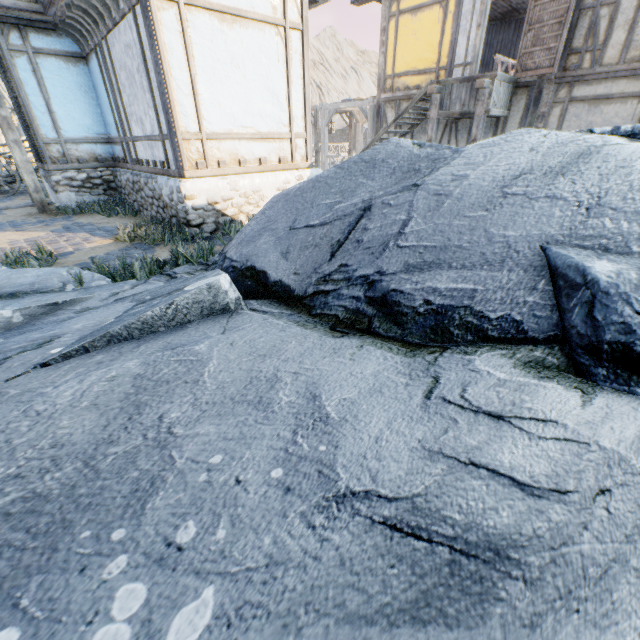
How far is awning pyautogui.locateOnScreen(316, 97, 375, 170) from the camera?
13.3 meters

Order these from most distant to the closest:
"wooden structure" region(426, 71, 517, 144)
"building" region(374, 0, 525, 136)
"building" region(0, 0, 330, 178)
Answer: "building" region(374, 0, 525, 136)
"wooden structure" region(426, 71, 517, 144)
"building" region(0, 0, 330, 178)

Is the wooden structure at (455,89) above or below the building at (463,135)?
above

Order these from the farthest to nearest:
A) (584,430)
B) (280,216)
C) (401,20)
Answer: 1. (401,20)
2. (280,216)
3. (584,430)

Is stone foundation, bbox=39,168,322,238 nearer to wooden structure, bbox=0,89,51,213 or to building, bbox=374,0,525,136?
wooden structure, bbox=0,89,51,213

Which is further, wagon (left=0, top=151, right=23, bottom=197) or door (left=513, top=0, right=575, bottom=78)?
wagon (left=0, top=151, right=23, bottom=197)

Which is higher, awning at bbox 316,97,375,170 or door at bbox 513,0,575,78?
door at bbox 513,0,575,78

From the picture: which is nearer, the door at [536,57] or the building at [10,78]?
the building at [10,78]
